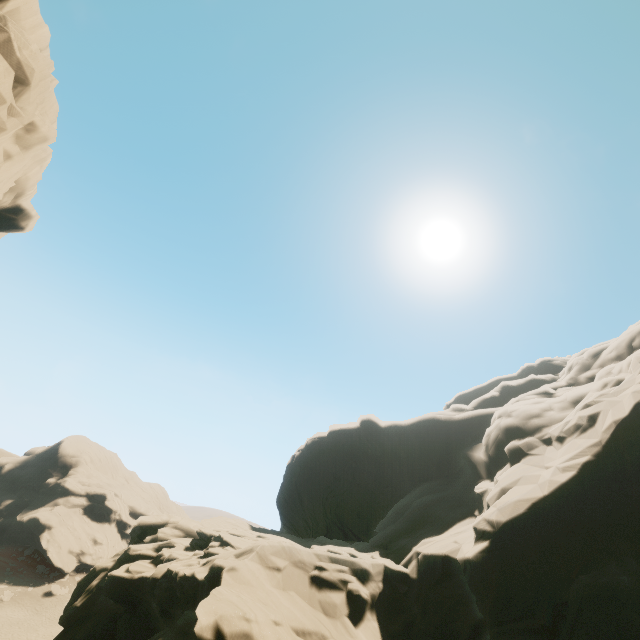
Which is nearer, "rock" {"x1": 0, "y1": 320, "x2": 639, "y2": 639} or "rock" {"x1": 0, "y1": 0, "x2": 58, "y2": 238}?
"rock" {"x1": 0, "y1": 320, "x2": 639, "y2": 639}

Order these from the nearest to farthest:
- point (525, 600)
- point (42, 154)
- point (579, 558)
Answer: point (525, 600)
point (579, 558)
point (42, 154)

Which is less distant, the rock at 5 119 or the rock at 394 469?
the rock at 394 469

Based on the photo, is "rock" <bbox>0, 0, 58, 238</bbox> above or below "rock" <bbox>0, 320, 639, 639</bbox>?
above

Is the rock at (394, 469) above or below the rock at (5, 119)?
below
